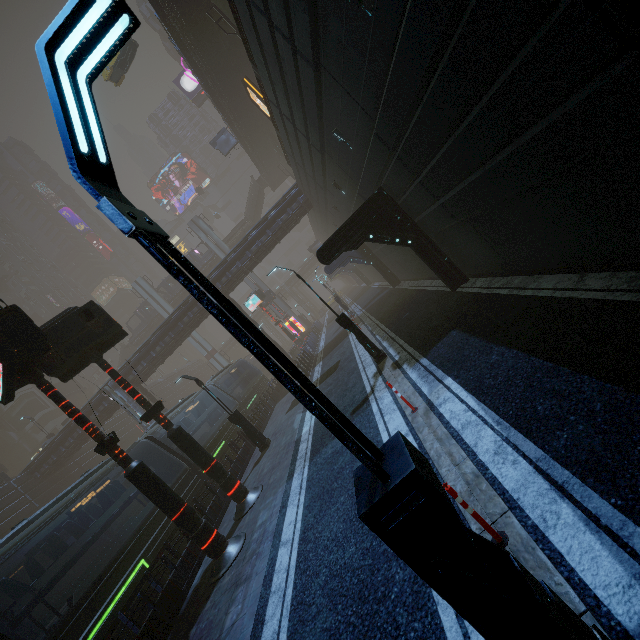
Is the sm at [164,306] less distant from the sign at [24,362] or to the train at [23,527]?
the train at [23,527]

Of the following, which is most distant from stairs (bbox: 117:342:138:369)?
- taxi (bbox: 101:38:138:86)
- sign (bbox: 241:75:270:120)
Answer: sign (bbox: 241:75:270:120)

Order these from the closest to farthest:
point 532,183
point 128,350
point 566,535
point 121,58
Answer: point 566,535, point 532,183, point 121,58, point 128,350

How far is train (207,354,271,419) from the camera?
23.6 meters

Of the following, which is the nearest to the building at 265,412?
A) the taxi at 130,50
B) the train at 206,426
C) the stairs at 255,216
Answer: the train at 206,426

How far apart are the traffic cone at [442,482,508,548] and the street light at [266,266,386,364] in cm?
877

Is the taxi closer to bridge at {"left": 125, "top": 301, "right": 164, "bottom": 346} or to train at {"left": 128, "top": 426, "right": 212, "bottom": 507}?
bridge at {"left": 125, "top": 301, "right": 164, "bottom": 346}

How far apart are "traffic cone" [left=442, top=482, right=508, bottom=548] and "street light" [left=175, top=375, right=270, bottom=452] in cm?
1359
